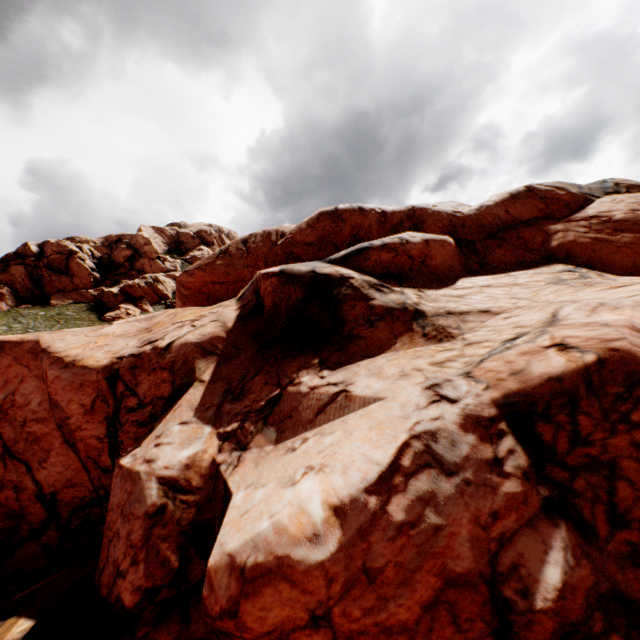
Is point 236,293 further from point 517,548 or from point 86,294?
point 86,294
